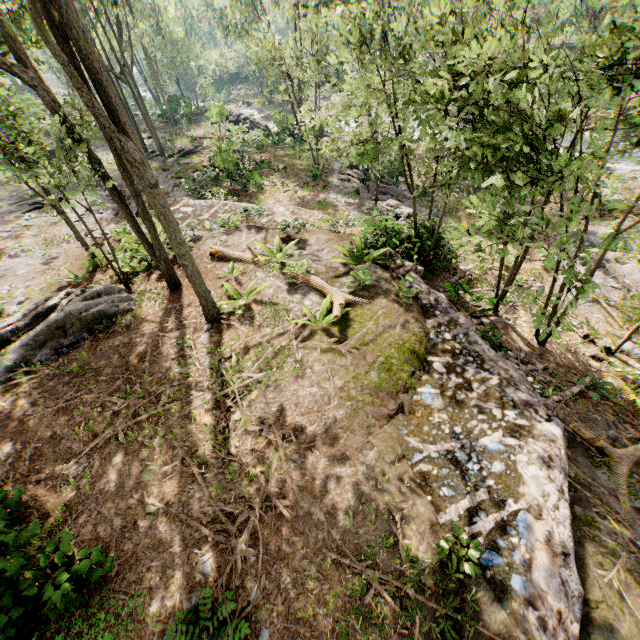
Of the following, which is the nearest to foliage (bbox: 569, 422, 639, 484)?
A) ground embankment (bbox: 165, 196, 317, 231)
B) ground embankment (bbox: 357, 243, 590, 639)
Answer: ground embankment (bbox: 165, 196, 317, 231)

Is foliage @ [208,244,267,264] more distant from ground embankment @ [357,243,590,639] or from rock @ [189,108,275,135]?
ground embankment @ [357,243,590,639]

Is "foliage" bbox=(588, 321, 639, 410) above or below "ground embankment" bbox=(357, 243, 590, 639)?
below

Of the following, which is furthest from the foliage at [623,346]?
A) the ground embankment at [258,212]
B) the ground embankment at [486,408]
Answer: the ground embankment at [486,408]

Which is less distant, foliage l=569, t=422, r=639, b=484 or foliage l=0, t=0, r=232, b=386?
foliage l=0, t=0, r=232, b=386

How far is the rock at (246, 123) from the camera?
33.41m

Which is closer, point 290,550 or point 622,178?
point 290,550
